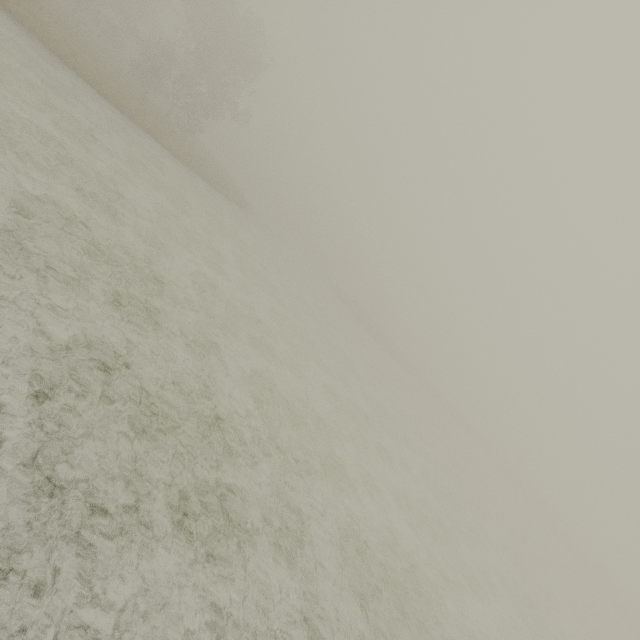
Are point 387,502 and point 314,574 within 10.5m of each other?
yes
